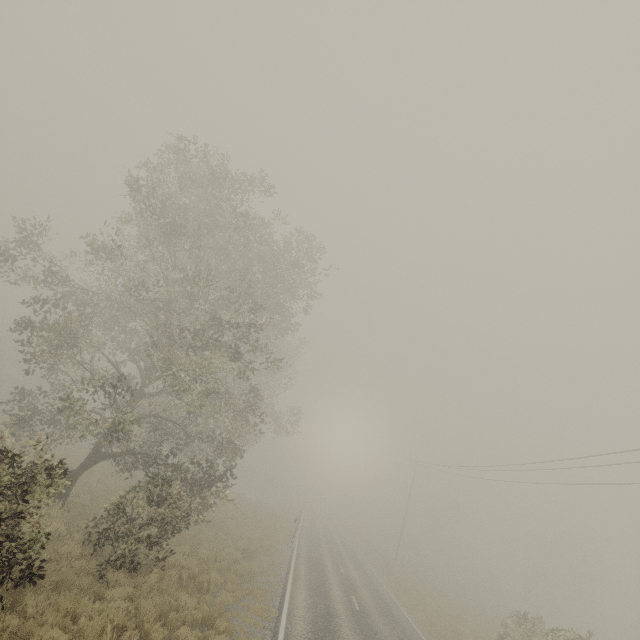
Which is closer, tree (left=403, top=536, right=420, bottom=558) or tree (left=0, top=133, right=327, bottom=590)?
tree (left=0, top=133, right=327, bottom=590)

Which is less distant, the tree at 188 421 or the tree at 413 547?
the tree at 188 421

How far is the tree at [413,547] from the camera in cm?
5787

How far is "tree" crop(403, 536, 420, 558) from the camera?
57.9 meters

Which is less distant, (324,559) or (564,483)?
(564,483)
